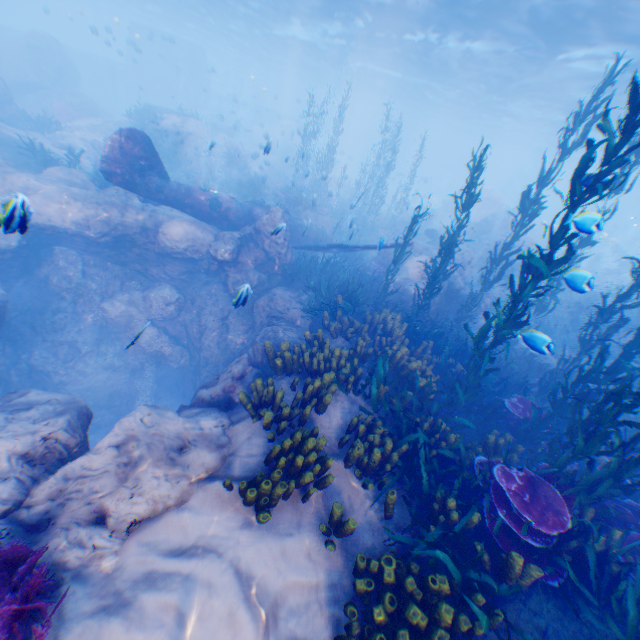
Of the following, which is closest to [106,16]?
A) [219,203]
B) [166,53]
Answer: [166,53]

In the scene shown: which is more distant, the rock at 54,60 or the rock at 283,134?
the rock at 54,60

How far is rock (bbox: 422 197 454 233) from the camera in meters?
31.9

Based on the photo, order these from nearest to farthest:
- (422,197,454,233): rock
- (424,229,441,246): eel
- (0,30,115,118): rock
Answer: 1. (424,229,441,246): eel
2. (0,30,115,118): rock
3. (422,197,454,233): rock

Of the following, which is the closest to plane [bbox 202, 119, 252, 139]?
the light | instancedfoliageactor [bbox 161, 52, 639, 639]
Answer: instancedfoliageactor [bbox 161, 52, 639, 639]

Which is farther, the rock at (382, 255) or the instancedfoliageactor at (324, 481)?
the rock at (382, 255)

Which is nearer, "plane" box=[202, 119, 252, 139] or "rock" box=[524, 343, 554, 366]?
"rock" box=[524, 343, 554, 366]

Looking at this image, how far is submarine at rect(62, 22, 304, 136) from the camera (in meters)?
38.94
